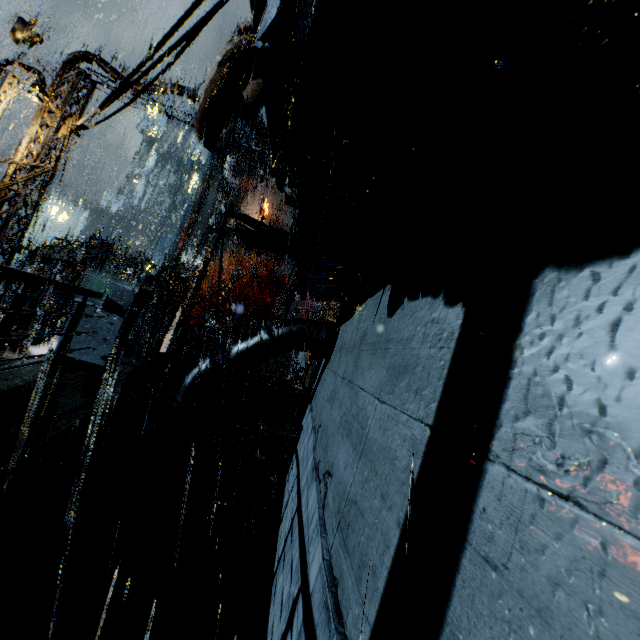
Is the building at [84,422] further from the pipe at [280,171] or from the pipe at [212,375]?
the pipe at [280,171]

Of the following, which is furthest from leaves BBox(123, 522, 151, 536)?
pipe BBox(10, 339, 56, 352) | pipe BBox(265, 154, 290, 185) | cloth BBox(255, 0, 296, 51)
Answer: pipe BBox(10, 339, 56, 352)

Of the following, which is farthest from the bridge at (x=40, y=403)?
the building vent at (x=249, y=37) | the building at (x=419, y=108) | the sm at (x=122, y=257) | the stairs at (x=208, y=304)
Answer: the stairs at (x=208, y=304)

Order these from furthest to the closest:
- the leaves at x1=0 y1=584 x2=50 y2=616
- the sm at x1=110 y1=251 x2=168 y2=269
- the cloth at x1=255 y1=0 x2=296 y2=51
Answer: the sm at x1=110 y1=251 x2=168 y2=269 < the leaves at x1=0 y1=584 x2=50 y2=616 < the cloth at x1=255 y1=0 x2=296 y2=51

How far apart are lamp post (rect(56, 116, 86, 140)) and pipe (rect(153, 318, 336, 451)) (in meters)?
9.18

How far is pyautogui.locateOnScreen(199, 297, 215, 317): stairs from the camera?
46.38m

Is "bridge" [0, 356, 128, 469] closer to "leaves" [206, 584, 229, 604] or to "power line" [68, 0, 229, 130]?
"leaves" [206, 584, 229, 604]

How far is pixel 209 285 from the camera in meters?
53.9
